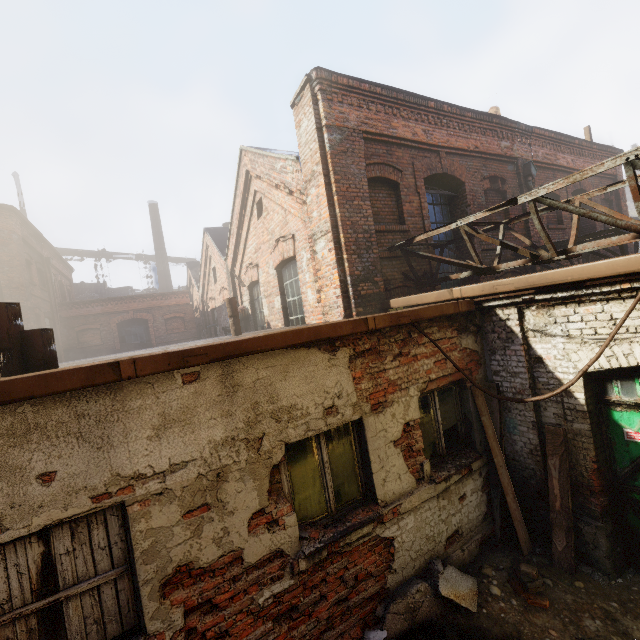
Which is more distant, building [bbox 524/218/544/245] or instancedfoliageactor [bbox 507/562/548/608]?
building [bbox 524/218/544/245]

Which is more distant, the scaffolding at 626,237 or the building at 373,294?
the building at 373,294

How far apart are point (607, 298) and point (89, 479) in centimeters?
540cm

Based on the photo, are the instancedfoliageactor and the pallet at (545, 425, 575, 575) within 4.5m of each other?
yes

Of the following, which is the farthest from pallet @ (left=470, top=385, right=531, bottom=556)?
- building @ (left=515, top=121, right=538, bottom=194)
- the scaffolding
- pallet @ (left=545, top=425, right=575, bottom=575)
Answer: building @ (left=515, top=121, right=538, bottom=194)

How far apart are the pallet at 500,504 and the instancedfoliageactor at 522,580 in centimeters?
46cm

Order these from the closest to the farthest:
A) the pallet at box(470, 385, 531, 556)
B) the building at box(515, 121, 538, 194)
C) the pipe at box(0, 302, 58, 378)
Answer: the pipe at box(0, 302, 58, 378) → the pallet at box(470, 385, 531, 556) → the building at box(515, 121, 538, 194)

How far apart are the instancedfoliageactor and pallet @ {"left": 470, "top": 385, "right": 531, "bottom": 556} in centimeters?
46cm
